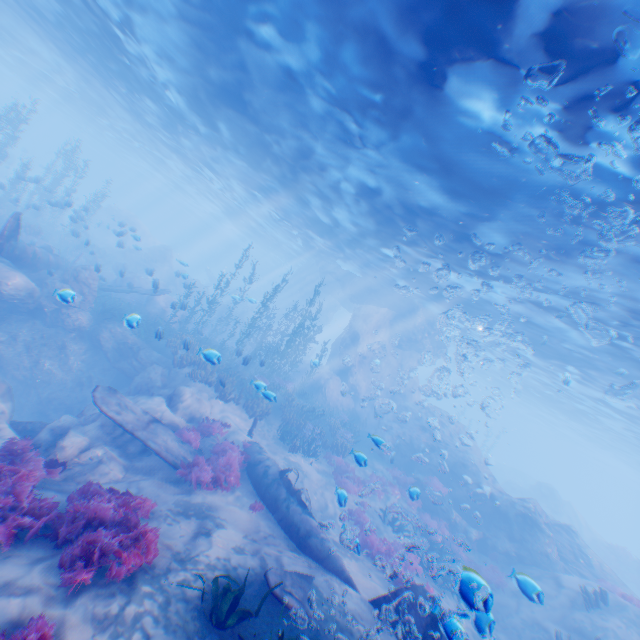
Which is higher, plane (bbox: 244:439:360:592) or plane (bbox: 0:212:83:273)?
→ plane (bbox: 0:212:83:273)

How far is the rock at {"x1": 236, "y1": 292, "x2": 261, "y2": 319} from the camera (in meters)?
20.06

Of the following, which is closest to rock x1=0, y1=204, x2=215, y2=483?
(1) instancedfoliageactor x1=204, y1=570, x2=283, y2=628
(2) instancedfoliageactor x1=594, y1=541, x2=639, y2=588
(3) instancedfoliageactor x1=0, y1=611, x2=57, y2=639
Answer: (3) instancedfoliageactor x1=0, y1=611, x2=57, y2=639

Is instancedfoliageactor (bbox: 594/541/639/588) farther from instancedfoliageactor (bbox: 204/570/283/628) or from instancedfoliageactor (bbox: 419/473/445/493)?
instancedfoliageactor (bbox: 204/570/283/628)

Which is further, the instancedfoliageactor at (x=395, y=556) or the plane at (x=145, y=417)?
the plane at (x=145, y=417)

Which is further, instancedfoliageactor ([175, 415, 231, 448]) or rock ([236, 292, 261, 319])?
rock ([236, 292, 261, 319])

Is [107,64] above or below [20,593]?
above

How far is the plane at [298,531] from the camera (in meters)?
7.96
